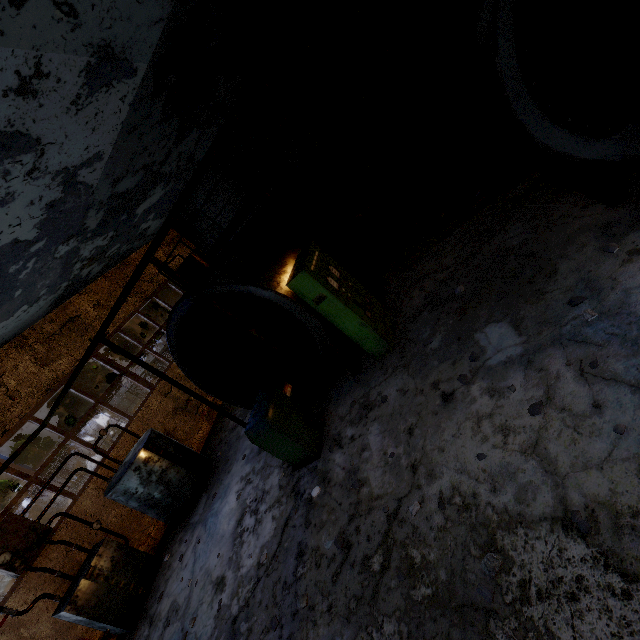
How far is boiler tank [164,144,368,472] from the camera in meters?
6.0 m

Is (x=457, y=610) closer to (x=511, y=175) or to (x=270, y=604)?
(x=270, y=604)

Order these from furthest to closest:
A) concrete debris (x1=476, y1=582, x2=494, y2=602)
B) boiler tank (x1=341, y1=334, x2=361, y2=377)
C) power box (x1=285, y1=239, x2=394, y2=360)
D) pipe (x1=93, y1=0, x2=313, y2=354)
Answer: boiler tank (x1=341, y1=334, x2=361, y2=377)
power box (x1=285, y1=239, x2=394, y2=360)
pipe (x1=93, y1=0, x2=313, y2=354)
concrete debris (x1=476, y1=582, x2=494, y2=602)

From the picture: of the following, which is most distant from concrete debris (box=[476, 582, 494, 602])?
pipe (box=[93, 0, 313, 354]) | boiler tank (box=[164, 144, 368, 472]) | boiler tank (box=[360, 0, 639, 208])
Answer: pipe (box=[93, 0, 313, 354])

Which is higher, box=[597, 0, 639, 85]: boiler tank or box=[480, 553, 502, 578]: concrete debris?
box=[597, 0, 639, 85]: boiler tank

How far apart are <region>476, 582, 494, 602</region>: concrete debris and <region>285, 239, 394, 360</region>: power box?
3.68m

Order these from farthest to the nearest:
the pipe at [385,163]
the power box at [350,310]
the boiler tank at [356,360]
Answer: the pipe at [385,163], the boiler tank at [356,360], the power box at [350,310]

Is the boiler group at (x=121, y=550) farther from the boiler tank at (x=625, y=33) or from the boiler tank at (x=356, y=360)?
the boiler tank at (x=625, y=33)
